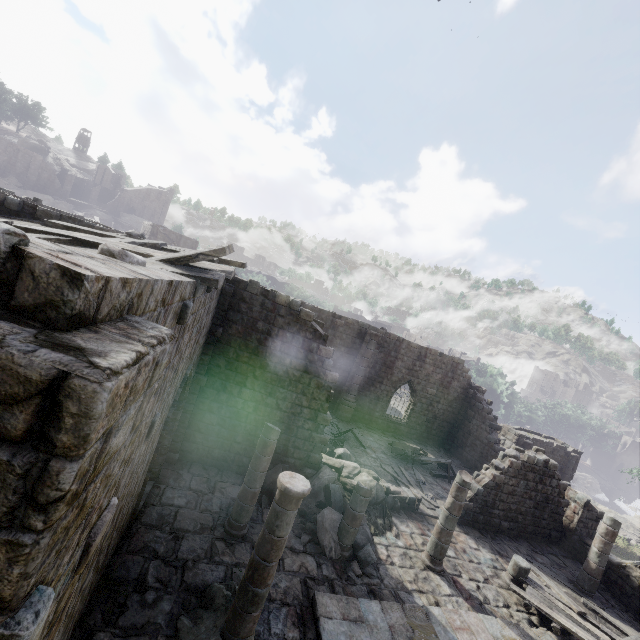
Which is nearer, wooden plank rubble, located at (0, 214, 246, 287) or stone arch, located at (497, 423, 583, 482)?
wooden plank rubble, located at (0, 214, 246, 287)

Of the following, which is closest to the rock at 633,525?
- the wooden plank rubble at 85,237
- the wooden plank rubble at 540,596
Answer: the wooden plank rubble at 540,596

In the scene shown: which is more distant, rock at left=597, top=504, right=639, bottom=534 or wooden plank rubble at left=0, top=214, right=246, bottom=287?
rock at left=597, top=504, right=639, bottom=534

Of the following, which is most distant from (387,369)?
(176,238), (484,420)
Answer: (176,238)

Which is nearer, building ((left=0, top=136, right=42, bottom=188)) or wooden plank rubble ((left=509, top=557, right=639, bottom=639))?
wooden plank rubble ((left=509, top=557, right=639, bottom=639))

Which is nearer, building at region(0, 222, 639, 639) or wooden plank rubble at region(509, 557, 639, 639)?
building at region(0, 222, 639, 639)

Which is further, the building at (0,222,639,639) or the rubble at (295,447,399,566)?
the rubble at (295,447,399,566)

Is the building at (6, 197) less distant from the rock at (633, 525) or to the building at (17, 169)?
the rock at (633, 525)
